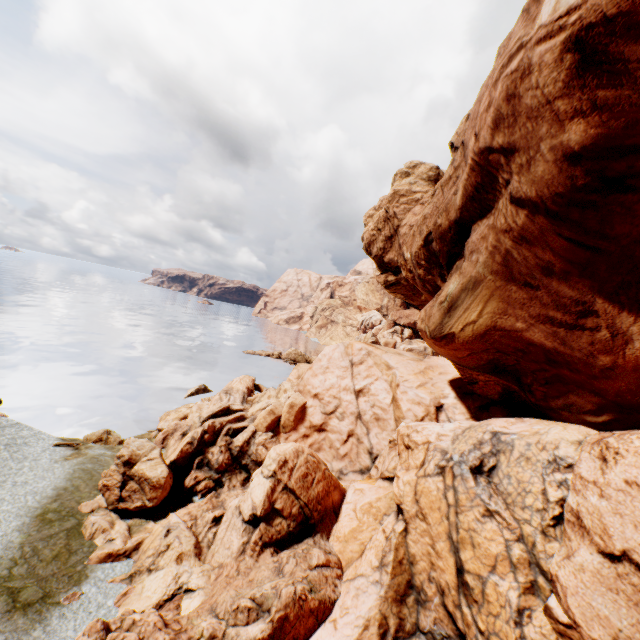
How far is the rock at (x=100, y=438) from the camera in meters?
22.2

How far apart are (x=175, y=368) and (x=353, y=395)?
33.3m

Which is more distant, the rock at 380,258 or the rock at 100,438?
the rock at 100,438

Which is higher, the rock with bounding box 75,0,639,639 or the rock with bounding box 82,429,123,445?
the rock with bounding box 75,0,639,639

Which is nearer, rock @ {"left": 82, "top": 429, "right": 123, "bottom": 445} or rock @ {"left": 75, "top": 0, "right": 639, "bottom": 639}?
rock @ {"left": 75, "top": 0, "right": 639, "bottom": 639}

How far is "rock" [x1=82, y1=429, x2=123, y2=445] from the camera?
22.19m
